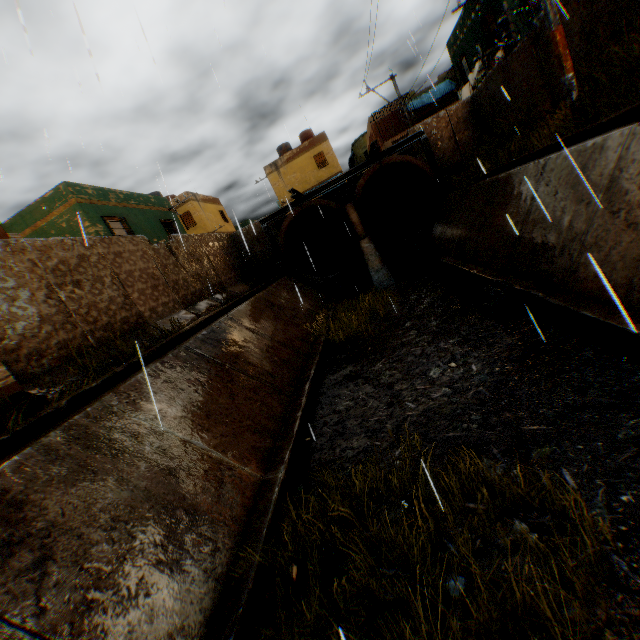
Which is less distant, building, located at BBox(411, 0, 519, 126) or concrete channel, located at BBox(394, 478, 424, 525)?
concrete channel, located at BBox(394, 478, 424, 525)

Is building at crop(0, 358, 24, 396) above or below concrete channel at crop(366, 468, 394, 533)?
above

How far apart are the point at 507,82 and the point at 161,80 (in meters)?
14.26

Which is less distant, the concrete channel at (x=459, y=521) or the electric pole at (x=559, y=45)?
the concrete channel at (x=459, y=521)

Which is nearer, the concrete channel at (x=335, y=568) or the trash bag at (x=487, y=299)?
the concrete channel at (x=335, y=568)

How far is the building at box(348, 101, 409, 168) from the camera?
27.7m

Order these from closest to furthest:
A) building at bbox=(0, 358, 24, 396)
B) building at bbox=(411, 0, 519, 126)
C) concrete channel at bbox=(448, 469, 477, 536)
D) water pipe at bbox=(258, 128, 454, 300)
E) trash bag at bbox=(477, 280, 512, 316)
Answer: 1. concrete channel at bbox=(448, 469, 477, 536)
2. building at bbox=(0, 358, 24, 396)
3. trash bag at bbox=(477, 280, 512, 316)
4. water pipe at bbox=(258, 128, 454, 300)
5. building at bbox=(411, 0, 519, 126)

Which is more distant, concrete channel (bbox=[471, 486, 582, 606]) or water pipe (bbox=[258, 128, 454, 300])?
water pipe (bbox=[258, 128, 454, 300])
